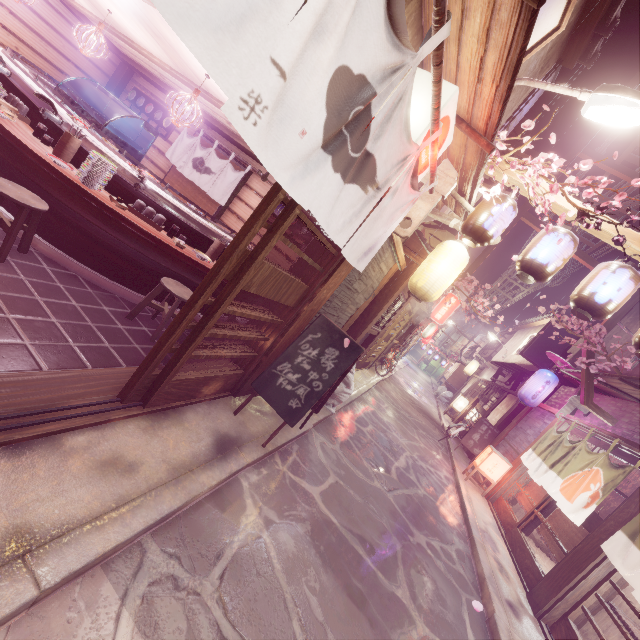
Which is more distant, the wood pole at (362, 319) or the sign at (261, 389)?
the wood pole at (362, 319)

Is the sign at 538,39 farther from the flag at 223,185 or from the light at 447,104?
the flag at 223,185

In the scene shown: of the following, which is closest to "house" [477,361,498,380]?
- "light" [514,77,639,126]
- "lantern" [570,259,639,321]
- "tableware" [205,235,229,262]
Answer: "lantern" [570,259,639,321]

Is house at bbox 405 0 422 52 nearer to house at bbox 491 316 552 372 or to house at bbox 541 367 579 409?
house at bbox 541 367 579 409

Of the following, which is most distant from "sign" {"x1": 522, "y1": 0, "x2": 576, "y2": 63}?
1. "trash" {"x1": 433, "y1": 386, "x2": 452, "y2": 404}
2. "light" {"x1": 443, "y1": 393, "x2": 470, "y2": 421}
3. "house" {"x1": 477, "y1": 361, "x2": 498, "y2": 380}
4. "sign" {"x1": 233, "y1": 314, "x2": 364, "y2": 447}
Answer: "trash" {"x1": 433, "y1": 386, "x2": 452, "y2": 404}

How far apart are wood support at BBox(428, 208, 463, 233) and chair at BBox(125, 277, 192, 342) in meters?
7.7

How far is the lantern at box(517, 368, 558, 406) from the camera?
15.9m

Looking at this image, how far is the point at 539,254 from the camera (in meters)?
7.21
